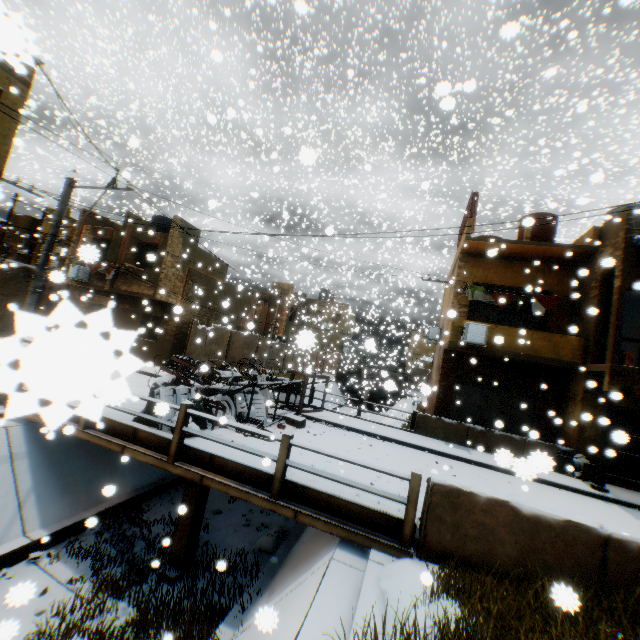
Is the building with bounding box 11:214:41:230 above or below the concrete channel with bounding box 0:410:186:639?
above

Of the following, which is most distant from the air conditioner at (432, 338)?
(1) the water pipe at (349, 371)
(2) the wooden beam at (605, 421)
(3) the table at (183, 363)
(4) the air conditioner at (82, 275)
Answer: (4) the air conditioner at (82, 275)

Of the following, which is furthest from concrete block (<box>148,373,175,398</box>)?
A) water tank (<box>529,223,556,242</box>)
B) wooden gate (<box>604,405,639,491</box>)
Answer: water tank (<box>529,223,556,242</box>)

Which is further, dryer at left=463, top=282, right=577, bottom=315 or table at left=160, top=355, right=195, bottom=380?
dryer at left=463, top=282, right=577, bottom=315

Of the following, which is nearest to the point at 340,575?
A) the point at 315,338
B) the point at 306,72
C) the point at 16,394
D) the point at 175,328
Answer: the point at 16,394

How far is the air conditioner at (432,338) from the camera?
19.8 meters

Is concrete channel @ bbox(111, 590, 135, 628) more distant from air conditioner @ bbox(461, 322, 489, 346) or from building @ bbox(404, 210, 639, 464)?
air conditioner @ bbox(461, 322, 489, 346)

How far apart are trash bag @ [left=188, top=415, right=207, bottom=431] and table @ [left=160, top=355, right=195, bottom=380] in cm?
68
